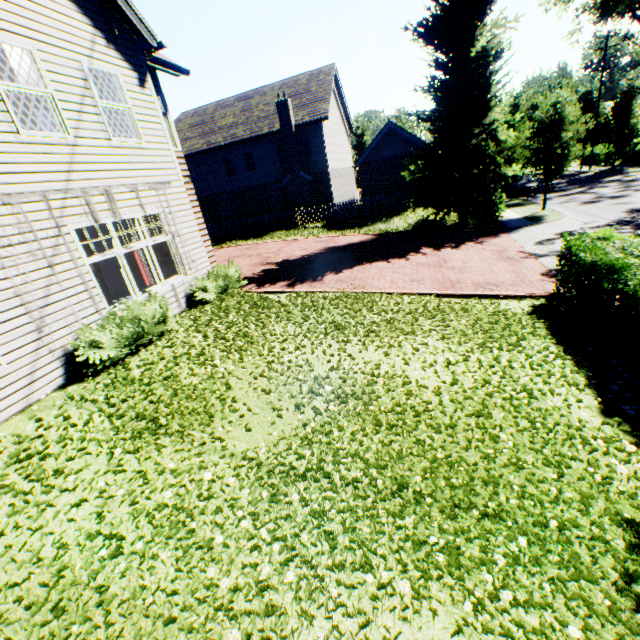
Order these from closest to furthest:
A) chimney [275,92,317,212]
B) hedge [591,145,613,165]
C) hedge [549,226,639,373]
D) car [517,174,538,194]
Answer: hedge [549,226,639,373] → chimney [275,92,317,212] → car [517,174,538,194] → hedge [591,145,613,165]

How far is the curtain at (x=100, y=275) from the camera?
7.42m

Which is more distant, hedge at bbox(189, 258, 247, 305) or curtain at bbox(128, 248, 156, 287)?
curtain at bbox(128, 248, 156, 287)

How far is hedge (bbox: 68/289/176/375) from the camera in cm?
643

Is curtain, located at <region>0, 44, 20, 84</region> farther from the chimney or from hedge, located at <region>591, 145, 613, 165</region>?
hedge, located at <region>591, 145, 613, 165</region>

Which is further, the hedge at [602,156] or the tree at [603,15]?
the hedge at [602,156]

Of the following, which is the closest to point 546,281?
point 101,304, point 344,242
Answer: point 344,242

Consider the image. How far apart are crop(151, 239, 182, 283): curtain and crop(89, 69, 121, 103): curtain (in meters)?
1.82
